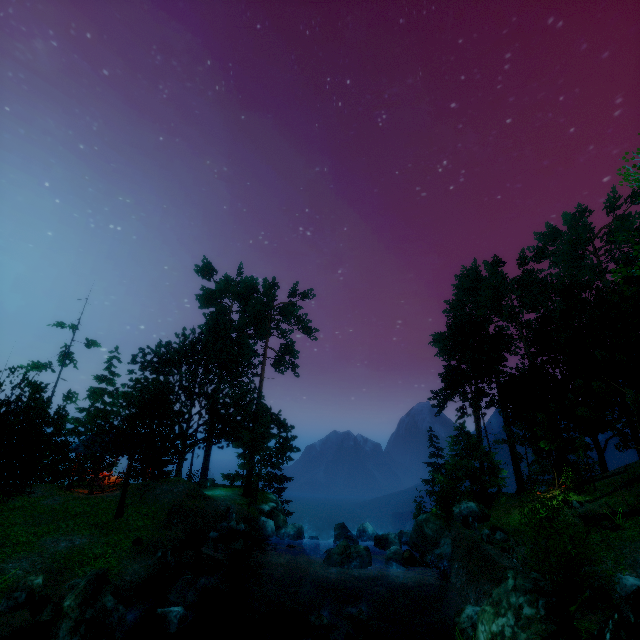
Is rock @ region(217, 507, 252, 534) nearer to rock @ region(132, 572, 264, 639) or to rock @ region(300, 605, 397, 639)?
rock @ region(132, 572, 264, 639)

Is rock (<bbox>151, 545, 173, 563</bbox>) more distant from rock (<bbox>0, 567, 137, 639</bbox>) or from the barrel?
the barrel

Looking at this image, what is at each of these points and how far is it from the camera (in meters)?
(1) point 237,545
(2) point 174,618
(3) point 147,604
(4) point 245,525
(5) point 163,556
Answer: (1) rock, 18.80
(2) rock, 10.27
(3) rock, 11.98
(4) rock, 21.39
(5) rock, 15.73

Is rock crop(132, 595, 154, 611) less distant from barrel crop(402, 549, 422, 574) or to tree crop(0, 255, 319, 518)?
tree crop(0, 255, 319, 518)

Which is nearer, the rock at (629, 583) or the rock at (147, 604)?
the rock at (629, 583)

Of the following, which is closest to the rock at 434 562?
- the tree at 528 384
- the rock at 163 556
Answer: the tree at 528 384

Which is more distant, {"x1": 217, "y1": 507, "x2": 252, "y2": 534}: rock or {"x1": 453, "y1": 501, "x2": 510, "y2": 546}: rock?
{"x1": 217, "y1": 507, "x2": 252, "y2": 534}: rock

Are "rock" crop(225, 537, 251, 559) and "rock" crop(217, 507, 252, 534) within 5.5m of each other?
yes
